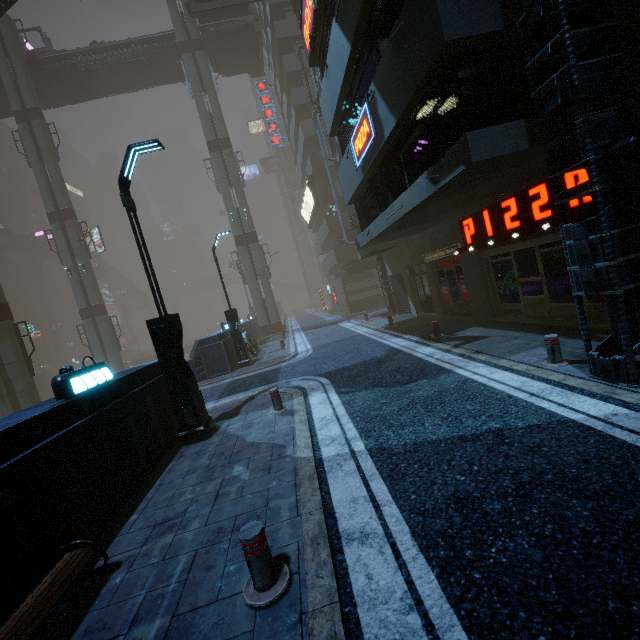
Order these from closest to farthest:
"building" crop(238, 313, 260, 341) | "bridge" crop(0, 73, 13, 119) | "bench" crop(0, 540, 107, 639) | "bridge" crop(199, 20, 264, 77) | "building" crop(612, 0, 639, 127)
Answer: "bench" crop(0, 540, 107, 639) < "building" crop(612, 0, 639, 127) < "building" crop(238, 313, 260, 341) < "bridge" crop(0, 73, 13, 119) < "bridge" crop(199, 20, 264, 77)

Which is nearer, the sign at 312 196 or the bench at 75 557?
the bench at 75 557

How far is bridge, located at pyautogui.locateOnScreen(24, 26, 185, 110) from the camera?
29.6m

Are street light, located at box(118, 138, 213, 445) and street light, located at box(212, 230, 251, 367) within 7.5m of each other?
no

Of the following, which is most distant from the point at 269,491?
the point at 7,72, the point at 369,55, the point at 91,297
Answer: the point at 7,72

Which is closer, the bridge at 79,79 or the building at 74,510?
the building at 74,510

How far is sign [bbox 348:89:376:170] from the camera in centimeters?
870cm

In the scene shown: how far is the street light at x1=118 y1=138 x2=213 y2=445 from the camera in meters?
7.2
